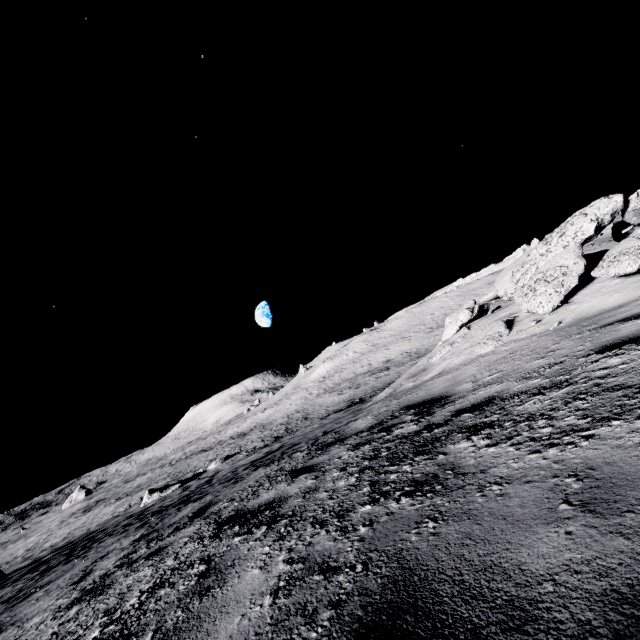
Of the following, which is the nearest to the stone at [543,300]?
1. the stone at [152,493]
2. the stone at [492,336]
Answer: the stone at [492,336]

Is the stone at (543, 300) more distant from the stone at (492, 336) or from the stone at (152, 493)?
the stone at (152, 493)

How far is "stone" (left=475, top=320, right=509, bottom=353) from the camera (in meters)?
5.93

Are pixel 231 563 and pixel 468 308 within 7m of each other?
no

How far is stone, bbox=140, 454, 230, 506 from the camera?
29.42m

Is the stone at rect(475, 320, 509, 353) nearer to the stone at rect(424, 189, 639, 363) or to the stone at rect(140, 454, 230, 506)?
the stone at rect(424, 189, 639, 363)

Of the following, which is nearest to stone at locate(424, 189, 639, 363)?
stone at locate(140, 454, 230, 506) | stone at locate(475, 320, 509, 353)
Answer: stone at locate(475, 320, 509, 353)
